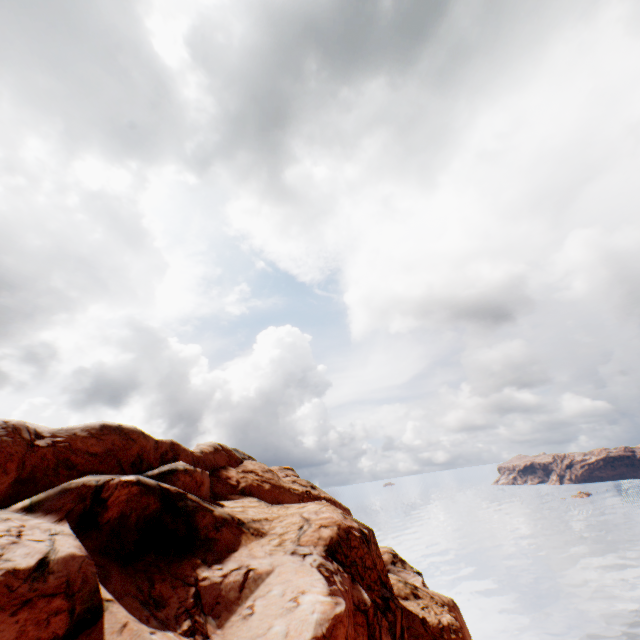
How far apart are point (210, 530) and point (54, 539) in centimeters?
786cm
